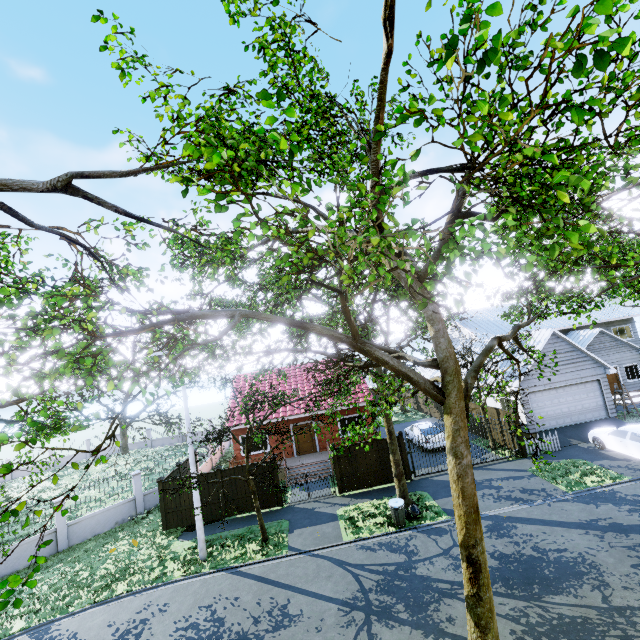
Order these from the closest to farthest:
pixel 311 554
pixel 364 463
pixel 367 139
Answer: Result: pixel 367 139, pixel 311 554, pixel 364 463

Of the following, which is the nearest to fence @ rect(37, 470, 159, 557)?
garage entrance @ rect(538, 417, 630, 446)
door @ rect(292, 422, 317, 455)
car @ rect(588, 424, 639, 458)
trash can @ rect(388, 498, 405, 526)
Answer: garage entrance @ rect(538, 417, 630, 446)

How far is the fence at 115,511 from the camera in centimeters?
1620cm

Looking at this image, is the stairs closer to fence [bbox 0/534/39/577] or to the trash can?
fence [bbox 0/534/39/577]

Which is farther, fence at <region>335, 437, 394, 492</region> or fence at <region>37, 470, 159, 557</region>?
fence at <region>335, 437, 394, 492</region>

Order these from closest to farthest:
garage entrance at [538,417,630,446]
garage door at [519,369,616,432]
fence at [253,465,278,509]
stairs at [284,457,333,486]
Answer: fence at [253,465,278,509]
garage entrance at [538,417,630,446]
stairs at [284,457,333,486]
garage door at [519,369,616,432]

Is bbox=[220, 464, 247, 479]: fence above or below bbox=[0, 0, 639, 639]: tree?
below
